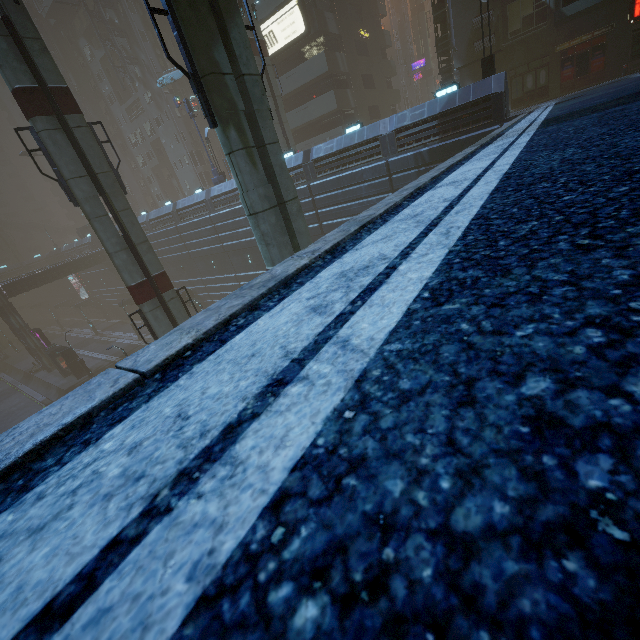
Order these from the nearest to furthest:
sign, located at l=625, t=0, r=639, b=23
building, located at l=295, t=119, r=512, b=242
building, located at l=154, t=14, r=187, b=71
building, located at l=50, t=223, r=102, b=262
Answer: building, located at l=295, t=119, r=512, b=242
sign, located at l=625, t=0, r=639, b=23
building, located at l=154, t=14, r=187, b=71
building, located at l=50, t=223, r=102, b=262

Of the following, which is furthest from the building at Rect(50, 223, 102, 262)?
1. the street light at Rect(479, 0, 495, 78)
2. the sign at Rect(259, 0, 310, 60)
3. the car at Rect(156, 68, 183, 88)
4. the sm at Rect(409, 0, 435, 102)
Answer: the sm at Rect(409, 0, 435, 102)

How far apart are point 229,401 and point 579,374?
0.8 meters

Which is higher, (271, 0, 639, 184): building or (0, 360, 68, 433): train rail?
(271, 0, 639, 184): building

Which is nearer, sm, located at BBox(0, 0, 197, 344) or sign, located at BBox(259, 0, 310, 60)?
sm, located at BBox(0, 0, 197, 344)

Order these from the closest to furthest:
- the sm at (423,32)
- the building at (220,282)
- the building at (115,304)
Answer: the building at (220,282)
the building at (115,304)
the sm at (423,32)

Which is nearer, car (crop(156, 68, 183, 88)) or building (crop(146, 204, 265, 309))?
building (crop(146, 204, 265, 309))

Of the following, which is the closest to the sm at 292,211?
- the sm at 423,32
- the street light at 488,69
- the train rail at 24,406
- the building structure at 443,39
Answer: the train rail at 24,406
